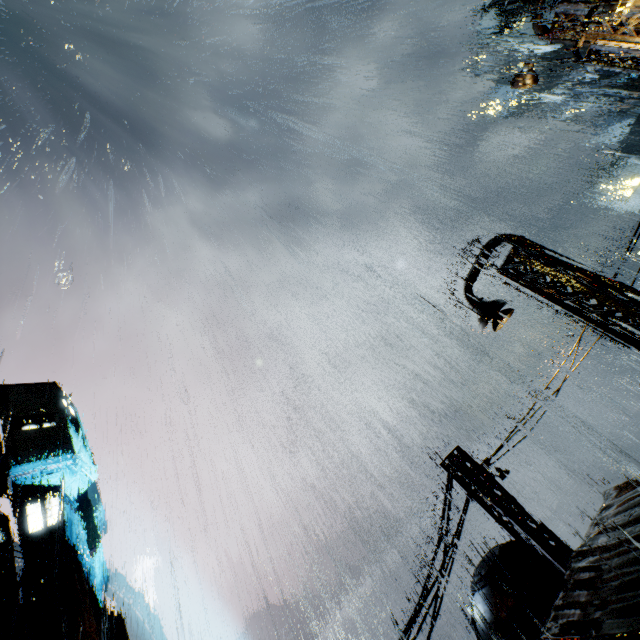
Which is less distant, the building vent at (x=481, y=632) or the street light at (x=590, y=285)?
the street light at (x=590, y=285)

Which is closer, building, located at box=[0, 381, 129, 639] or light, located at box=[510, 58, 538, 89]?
light, located at box=[510, 58, 538, 89]

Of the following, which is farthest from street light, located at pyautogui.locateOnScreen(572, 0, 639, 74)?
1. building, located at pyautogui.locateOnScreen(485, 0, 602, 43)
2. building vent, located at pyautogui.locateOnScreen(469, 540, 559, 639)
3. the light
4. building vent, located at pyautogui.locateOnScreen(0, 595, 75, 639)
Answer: building vent, located at pyautogui.locateOnScreen(0, 595, 75, 639)

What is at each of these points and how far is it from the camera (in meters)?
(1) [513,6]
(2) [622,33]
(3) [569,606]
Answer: (1) building, 42.75
(2) building, 59.12
(3) building, 5.84

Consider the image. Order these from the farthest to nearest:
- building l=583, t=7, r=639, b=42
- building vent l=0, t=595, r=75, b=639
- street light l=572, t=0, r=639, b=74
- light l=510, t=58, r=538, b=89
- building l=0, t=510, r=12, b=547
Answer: building l=0, t=510, r=12, b=547 < building vent l=0, t=595, r=75, b=639 < light l=510, t=58, r=538, b=89 < building l=583, t=7, r=639, b=42 < street light l=572, t=0, r=639, b=74

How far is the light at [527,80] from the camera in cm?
1059

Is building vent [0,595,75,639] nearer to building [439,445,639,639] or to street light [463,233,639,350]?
building [439,445,639,639]
